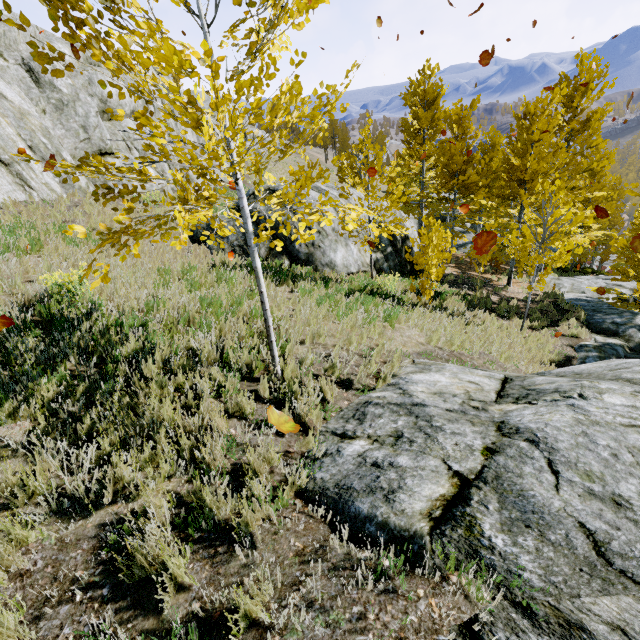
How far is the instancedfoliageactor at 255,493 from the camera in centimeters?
253cm

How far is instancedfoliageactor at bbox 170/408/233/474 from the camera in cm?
310

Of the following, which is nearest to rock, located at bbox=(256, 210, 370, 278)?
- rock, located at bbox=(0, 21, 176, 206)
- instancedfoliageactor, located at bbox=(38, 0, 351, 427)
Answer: instancedfoliageactor, located at bbox=(38, 0, 351, 427)

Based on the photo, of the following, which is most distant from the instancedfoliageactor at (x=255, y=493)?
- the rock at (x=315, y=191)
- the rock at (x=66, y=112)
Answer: the rock at (x=315, y=191)

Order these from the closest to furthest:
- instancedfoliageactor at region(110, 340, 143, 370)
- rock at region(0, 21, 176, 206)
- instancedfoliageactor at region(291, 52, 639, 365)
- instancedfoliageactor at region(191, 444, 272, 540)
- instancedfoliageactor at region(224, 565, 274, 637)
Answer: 1. instancedfoliageactor at region(224, 565, 274, 637)
2. instancedfoliageactor at region(191, 444, 272, 540)
3. instancedfoliageactor at region(110, 340, 143, 370)
4. instancedfoliageactor at region(291, 52, 639, 365)
5. rock at region(0, 21, 176, 206)

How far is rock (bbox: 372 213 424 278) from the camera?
12.9 meters

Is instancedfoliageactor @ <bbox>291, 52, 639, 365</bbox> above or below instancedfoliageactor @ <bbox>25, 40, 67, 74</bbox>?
below

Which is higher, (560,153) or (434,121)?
(434,121)
